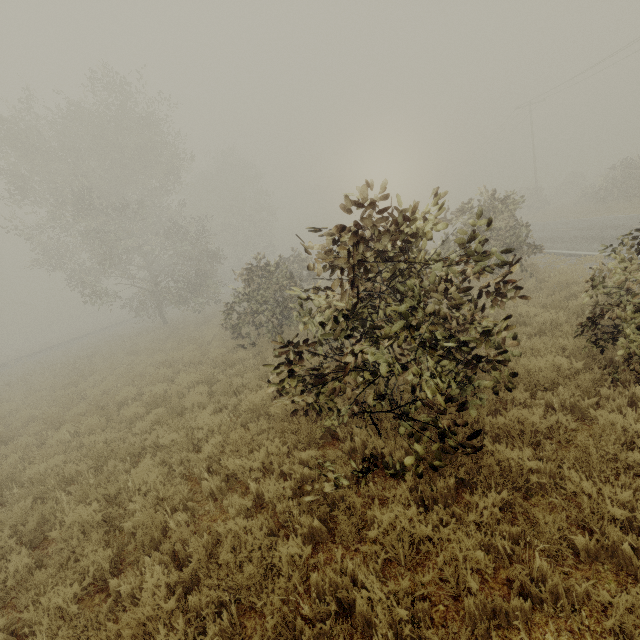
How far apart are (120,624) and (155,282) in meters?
22.8
